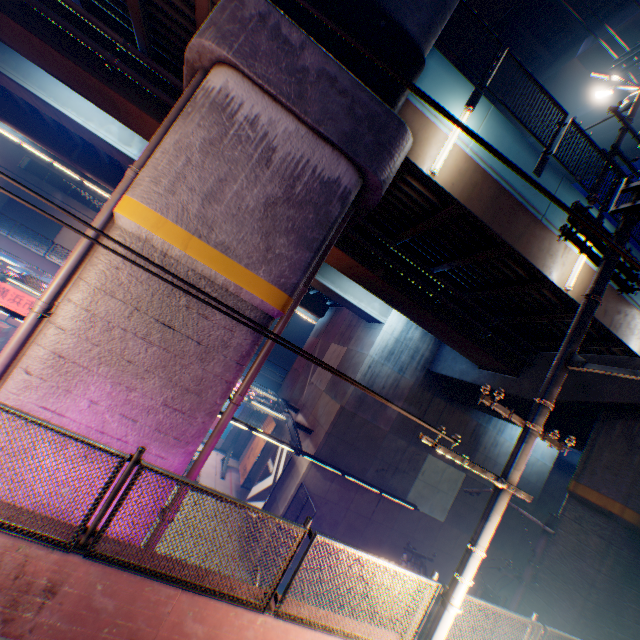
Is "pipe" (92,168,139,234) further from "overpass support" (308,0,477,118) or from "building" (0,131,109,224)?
"building" (0,131,109,224)

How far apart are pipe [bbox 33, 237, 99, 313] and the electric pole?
11.8m

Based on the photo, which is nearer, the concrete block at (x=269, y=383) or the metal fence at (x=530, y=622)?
the metal fence at (x=530, y=622)

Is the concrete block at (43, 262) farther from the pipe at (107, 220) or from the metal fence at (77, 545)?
the pipe at (107, 220)

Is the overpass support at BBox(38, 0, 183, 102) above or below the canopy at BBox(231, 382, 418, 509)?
above

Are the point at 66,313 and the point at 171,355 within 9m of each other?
yes

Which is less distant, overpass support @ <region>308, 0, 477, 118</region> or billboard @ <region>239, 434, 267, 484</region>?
overpass support @ <region>308, 0, 477, 118</region>

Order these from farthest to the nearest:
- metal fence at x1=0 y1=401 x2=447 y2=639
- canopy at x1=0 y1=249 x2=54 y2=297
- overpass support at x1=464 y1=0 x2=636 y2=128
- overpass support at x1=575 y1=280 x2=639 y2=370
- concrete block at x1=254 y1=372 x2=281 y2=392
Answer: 1. concrete block at x1=254 y1=372 x2=281 y2=392
2. overpass support at x1=464 y1=0 x2=636 y2=128
3. canopy at x1=0 y1=249 x2=54 y2=297
4. overpass support at x1=575 y1=280 x2=639 y2=370
5. metal fence at x1=0 y1=401 x2=447 y2=639
